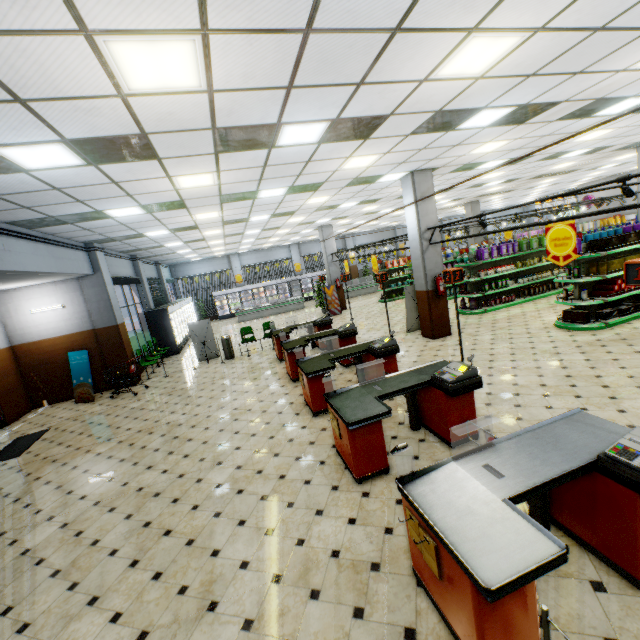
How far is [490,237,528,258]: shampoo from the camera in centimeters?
1203cm

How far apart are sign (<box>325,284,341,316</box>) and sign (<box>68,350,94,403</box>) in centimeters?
1072cm

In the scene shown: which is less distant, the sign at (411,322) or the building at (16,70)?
the building at (16,70)

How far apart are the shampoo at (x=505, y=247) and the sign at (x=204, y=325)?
11.5m

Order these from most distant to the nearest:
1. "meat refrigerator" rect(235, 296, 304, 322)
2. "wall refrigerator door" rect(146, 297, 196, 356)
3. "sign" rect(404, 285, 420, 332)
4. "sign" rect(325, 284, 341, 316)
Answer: "meat refrigerator" rect(235, 296, 304, 322)
"sign" rect(325, 284, 341, 316)
"wall refrigerator door" rect(146, 297, 196, 356)
"sign" rect(404, 285, 420, 332)

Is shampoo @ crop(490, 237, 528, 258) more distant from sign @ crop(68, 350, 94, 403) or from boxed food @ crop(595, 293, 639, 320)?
sign @ crop(68, 350, 94, 403)

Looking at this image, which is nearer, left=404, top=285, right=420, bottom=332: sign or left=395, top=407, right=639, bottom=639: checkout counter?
left=395, top=407, right=639, bottom=639: checkout counter

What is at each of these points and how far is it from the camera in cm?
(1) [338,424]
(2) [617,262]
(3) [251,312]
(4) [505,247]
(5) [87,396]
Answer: (1) checkout counter, 450
(2) boxed food, 813
(3) meat refrigerator, 2225
(4) shampoo, 1201
(5) sign, 1034
